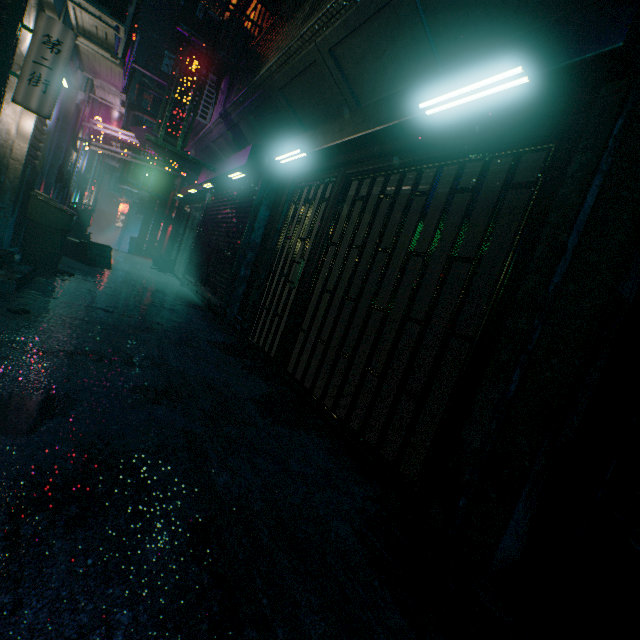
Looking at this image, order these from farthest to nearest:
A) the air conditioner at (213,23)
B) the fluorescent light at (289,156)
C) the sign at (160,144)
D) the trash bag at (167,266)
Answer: the trash bag at (167,266) → the air conditioner at (213,23) → the sign at (160,144) → the fluorescent light at (289,156)

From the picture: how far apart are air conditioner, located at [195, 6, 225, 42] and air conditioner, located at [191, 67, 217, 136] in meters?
1.0

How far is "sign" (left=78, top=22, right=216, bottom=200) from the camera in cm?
481

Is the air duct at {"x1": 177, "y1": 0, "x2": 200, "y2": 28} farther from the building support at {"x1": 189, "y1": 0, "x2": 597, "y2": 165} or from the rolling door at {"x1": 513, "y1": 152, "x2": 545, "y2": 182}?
the rolling door at {"x1": 513, "y1": 152, "x2": 545, "y2": 182}

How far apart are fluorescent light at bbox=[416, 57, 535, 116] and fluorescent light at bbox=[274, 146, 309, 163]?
1.72m

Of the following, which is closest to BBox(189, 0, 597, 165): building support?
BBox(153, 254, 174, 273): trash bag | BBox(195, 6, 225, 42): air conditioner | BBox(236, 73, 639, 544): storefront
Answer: BBox(236, 73, 639, 544): storefront

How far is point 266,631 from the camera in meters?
1.0

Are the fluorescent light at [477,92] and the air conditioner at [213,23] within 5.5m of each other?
no
